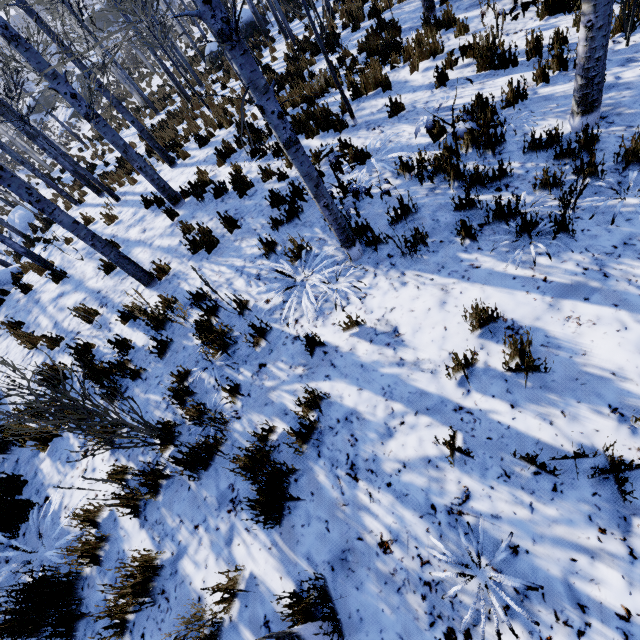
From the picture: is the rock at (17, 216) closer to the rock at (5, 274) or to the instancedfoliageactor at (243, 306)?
the instancedfoliageactor at (243, 306)

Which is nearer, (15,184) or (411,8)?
(15,184)

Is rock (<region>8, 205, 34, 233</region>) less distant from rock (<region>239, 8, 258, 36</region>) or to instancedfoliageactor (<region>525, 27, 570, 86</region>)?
instancedfoliageactor (<region>525, 27, 570, 86</region>)

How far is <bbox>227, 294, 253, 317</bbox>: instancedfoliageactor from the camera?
4.2m

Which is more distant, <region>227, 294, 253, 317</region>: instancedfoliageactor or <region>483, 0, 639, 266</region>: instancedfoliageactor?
<region>227, 294, 253, 317</region>: instancedfoliageactor

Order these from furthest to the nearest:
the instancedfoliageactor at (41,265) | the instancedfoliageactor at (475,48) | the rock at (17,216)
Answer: the rock at (17,216) < the instancedfoliageactor at (41,265) < the instancedfoliageactor at (475,48)

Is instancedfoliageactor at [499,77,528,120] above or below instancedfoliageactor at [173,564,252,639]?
below

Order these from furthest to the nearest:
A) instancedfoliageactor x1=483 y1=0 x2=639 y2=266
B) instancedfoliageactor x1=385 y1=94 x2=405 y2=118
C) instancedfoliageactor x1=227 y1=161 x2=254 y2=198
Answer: instancedfoliageactor x1=227 y1=161 x2=254 y2=198
instancedfoliageactor x1=385 y1=94 x2=405 y2=118
instancedfoliageactor x1=483 y1=0 x2=639 y2=266
